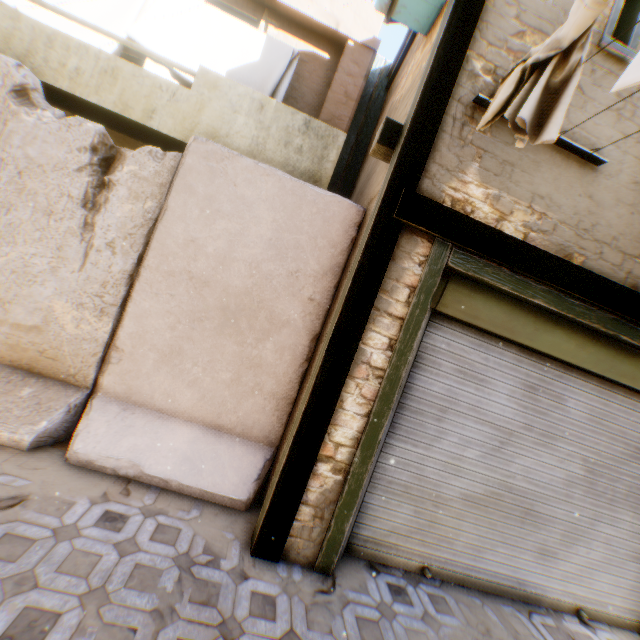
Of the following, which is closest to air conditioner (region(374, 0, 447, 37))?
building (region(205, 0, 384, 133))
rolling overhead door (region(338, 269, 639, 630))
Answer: building (region(205, 0, 384, 133))

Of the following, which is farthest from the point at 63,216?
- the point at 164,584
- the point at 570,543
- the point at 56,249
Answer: the point at 570,543

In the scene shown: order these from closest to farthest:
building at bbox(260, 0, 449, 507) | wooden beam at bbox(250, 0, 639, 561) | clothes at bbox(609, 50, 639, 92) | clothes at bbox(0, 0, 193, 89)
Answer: clothes at bbox(609, 50, 639, 92) → wooden beam at bbox(250, 0, 639, 561) → building at bbox(260, 0, 449, 507) → clothes at bbox(0, 0, 193, 89)

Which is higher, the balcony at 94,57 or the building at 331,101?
the building at 331,101

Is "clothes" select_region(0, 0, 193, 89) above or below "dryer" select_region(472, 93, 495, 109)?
above

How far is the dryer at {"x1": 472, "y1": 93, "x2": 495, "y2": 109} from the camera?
2.70m

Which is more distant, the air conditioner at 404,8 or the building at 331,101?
the building at 331,101

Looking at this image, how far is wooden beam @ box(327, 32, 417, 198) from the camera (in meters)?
6.23
